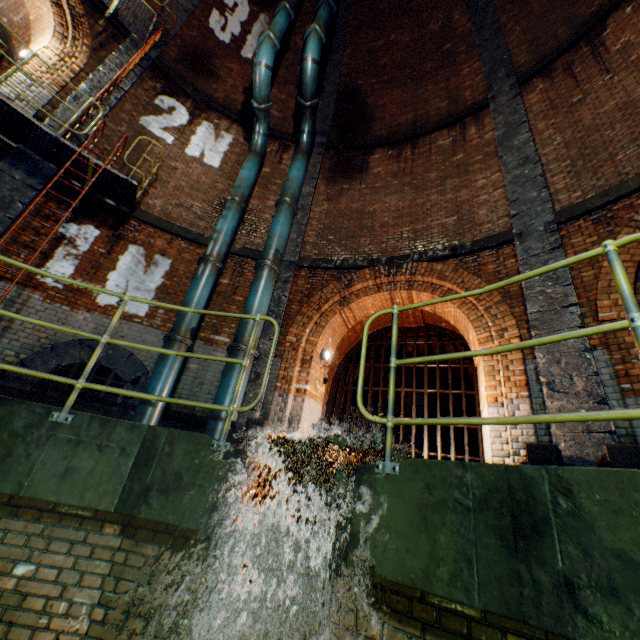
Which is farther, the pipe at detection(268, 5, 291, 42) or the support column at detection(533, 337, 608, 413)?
the pipe at detection(268, 5, 291, 42)

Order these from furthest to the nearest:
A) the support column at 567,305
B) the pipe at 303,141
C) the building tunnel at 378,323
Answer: the building tunnel at 378,323 → the pipe at 303,141 → the support column at 567,305

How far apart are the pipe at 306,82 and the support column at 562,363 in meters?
4.6 m

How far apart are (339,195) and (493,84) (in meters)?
5.05

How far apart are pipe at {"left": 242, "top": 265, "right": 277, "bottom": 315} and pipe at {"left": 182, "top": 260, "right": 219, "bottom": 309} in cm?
79

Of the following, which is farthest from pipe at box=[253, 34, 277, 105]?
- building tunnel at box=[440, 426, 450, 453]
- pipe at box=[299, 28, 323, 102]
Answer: building tunnel at box=[440, 426, 450, 453]

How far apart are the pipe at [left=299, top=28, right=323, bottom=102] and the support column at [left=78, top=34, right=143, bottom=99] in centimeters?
411cm

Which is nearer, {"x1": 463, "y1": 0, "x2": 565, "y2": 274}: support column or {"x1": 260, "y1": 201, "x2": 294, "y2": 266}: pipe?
{"x1": 463, "y1": 0, "x2": 565, "y2": 274}: support column
